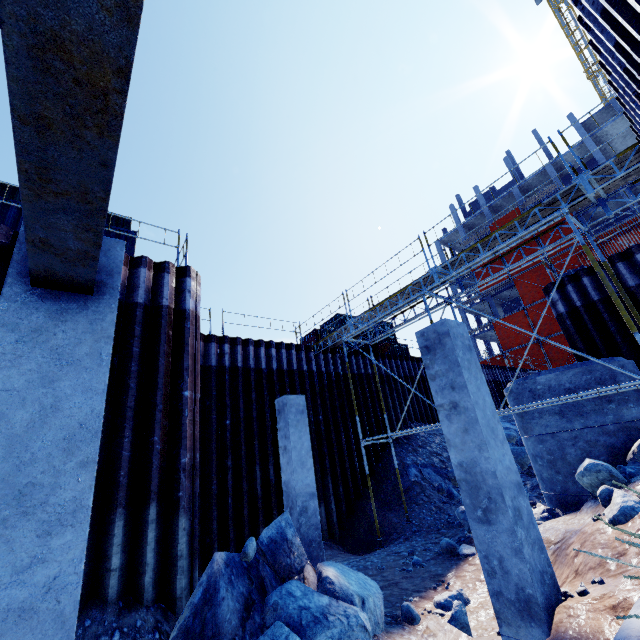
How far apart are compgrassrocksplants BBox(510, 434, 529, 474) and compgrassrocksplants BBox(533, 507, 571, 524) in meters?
5.5 m

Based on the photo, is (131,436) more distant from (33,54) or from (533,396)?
(533,396)

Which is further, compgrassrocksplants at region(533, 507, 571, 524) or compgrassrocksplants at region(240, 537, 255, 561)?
compgrassrocksplants at region(533, 507, 571, 524)

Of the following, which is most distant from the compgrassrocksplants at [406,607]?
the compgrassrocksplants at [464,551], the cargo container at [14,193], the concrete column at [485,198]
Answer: the concrete column at [485,198]

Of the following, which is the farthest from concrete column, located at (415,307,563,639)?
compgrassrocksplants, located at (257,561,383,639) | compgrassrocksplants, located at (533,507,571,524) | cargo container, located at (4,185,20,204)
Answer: cargo container, located at (4,185,20,204)

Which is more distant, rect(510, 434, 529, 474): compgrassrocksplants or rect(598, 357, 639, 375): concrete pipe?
rect(510, 434, 529, 474): compgrassrocksplants

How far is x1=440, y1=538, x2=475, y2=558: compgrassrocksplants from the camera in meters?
7.4

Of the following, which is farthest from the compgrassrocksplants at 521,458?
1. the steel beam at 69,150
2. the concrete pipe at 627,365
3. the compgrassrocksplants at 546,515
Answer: the steel beam at 69,150
